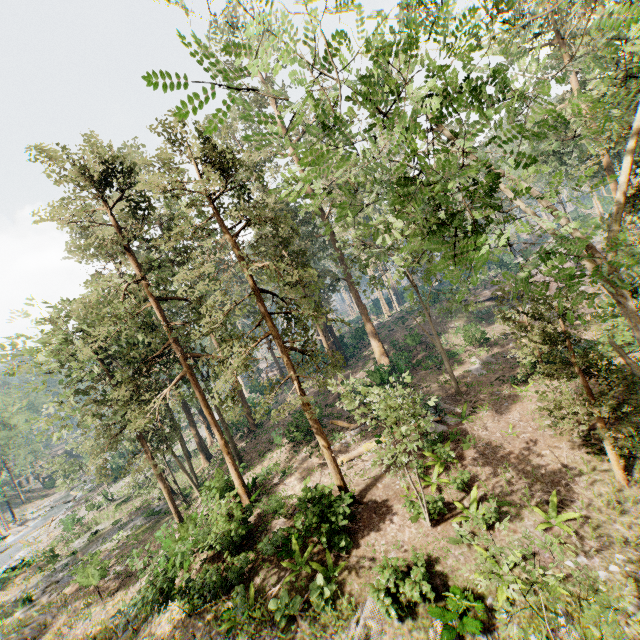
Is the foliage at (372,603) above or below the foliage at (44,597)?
above

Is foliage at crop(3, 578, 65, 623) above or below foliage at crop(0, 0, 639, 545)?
below

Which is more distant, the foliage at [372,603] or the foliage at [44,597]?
the foliage at [44,597]

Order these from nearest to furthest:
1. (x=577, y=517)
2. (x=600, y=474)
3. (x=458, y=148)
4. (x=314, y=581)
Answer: (x=458, y=148) < (x=577, y=517) < (x=314, y=581) < (x=600, y=474)

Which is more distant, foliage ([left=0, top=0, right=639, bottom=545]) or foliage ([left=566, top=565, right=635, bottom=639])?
foliage ([left=566, top=565, right=635, bottom=639])

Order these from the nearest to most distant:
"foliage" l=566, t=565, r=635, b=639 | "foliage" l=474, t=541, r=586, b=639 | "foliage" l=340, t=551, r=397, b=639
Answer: "foliage" l=566, t=565, r=635, b=639
"foliage" l=474, t=541, r=586, b=639
"foliage" l=340, t=551, r=397, b=639
